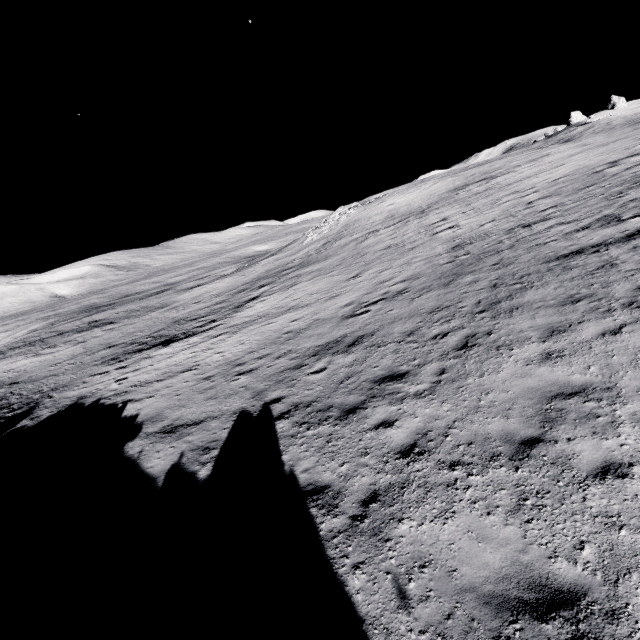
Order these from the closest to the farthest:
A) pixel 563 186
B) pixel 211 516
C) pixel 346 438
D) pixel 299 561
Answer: pixel 299 561 → pixel 211 516 → pixel 346 438 → pixel 563 186
